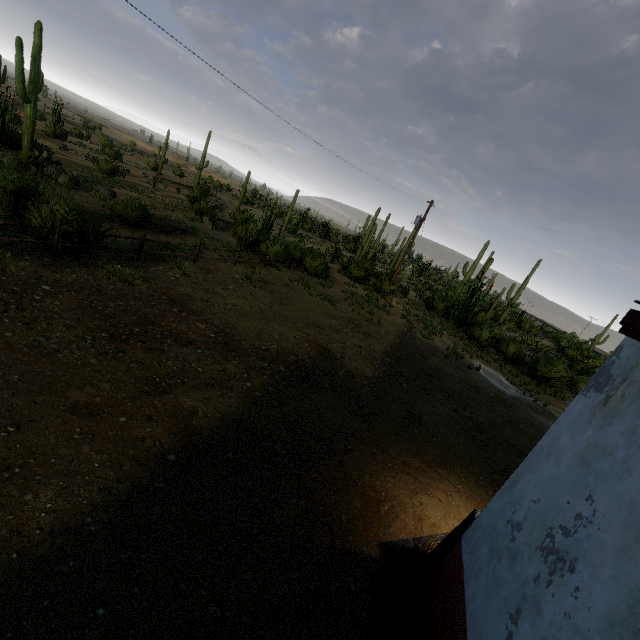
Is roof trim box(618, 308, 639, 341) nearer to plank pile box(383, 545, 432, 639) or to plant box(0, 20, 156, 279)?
plank pile box(383, 545, 432, 639)

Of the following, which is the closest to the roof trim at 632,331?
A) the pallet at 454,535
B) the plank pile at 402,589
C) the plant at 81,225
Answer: the pallet at 454,535

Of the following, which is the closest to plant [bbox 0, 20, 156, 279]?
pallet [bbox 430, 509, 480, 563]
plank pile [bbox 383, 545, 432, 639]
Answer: plank pile [bbox 383, 545, 432, 639]

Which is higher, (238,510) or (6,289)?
(238,510)

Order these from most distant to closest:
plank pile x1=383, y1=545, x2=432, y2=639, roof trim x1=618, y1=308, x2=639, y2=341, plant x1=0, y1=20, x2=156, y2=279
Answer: plant x1=0, y1=20, x2=156, y2=279 → plank pile x1=383, y1=545, x2=432, y2=639 → roof trim x1=618, y1=308, x2=639, y2=341

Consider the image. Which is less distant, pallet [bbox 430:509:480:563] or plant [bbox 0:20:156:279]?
pallet [bbox 430:509:480:563]

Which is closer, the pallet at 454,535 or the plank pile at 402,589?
the plank pile at 402,589

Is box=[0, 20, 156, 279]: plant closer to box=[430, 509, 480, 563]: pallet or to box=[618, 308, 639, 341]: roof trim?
box=[618, 308, 639, 341]: roof trim
